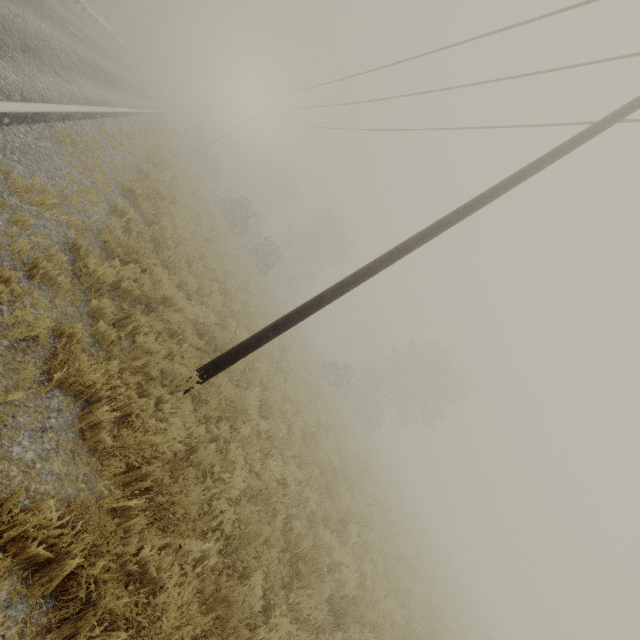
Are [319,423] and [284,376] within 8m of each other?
yes
